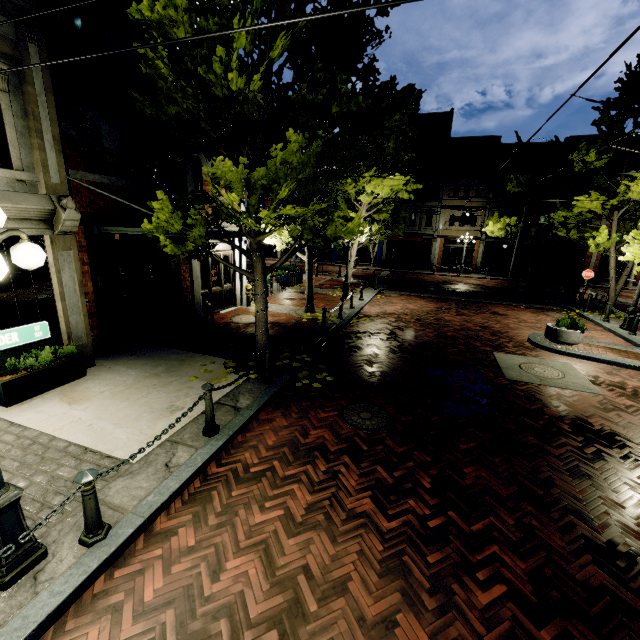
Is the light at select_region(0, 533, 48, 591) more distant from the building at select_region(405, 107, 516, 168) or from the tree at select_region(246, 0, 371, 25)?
the building at select_region(405, 107, 516, 168)

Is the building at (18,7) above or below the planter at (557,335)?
above

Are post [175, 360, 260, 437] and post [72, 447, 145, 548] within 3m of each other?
yes

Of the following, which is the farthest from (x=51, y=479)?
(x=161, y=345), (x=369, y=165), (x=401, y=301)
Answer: (x=401, y=301)

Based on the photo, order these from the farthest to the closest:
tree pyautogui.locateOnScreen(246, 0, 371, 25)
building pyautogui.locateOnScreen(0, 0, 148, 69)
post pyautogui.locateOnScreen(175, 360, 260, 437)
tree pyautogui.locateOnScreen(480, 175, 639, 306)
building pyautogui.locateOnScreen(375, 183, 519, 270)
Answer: building pyautogui.locateOnScreen(375, 183, 519, 270) → tree pyautogui.locateOnScreen(480, 175, 639, 306) → building pyautogui.locateOnScreen(0, 0, 148, 69) → post pyautogui.locateOnScreen(175, 360, 260, 437) → tree pyautogui.locateOnScreen(246, 0, 371, 25)

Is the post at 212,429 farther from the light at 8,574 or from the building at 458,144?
the building at 458,144

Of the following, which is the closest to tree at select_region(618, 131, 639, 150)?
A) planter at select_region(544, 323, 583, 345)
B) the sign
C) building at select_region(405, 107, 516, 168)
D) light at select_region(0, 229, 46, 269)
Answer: building at select_region(405, 107, 516, 168)
